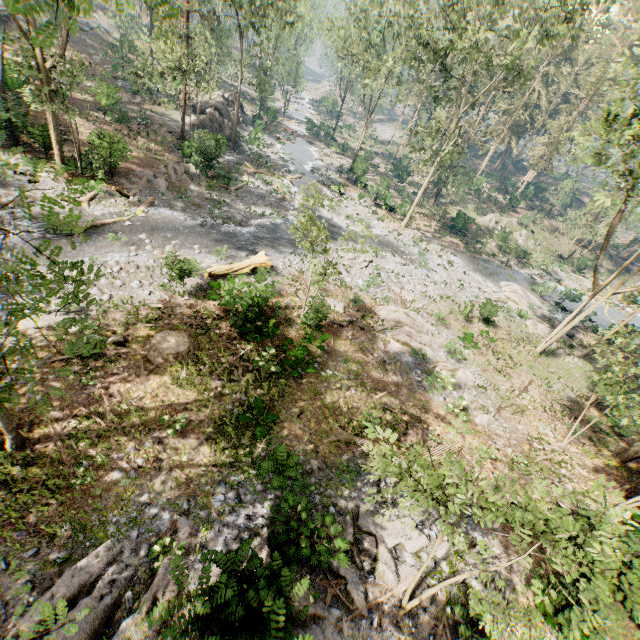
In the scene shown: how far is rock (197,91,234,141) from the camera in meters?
35.7

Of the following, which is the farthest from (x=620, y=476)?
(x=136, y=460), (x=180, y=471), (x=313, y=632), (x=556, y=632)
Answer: (x=136, y=460)

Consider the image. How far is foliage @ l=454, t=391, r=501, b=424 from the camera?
16.6m

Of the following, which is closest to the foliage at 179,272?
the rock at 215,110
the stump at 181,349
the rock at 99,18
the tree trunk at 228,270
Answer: the rock at 99,18

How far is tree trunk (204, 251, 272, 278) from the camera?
17.9 meters

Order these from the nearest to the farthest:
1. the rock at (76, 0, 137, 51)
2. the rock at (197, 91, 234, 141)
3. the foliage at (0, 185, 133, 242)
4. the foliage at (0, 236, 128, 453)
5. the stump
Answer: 1. the foliage at (0, 185, 133, 242)
2. the foliage at (0, 236, 128, 453)
3. the stump
4. the rock at (197, 91, 234, 141)
5. the rock at (76, 0, 137, 51)

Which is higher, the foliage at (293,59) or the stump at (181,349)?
the foliage at (293,59)

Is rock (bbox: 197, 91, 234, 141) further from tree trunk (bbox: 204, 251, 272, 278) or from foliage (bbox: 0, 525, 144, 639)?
tree trunk (bbox: 204, 251, 272, 278)
